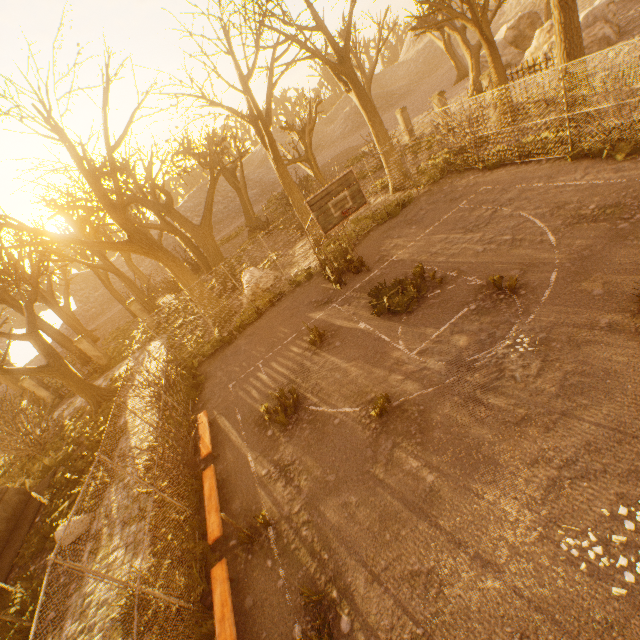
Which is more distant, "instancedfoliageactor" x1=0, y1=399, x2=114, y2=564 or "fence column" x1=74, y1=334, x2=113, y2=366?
"fence column" x1=74, y1=334, x2=113, y2=366

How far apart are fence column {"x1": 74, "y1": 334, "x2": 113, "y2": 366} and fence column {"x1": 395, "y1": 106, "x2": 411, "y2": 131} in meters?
27.3

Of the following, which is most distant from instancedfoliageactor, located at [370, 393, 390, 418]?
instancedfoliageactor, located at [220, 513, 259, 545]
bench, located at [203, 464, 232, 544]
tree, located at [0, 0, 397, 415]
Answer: tree, located at [0, 0, 397, 415]

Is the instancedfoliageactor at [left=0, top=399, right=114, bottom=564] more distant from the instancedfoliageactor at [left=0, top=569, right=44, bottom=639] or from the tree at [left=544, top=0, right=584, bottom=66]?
the tree at [left=544, top=0, right=584, bottom=66]

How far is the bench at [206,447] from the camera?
8.8m

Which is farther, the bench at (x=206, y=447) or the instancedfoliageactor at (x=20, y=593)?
the bench at (x=206, y=447)

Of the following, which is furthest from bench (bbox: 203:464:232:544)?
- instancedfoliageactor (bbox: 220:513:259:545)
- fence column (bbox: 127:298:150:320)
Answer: fence column (bbox: 127:298:150:320)

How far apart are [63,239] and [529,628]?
16.6 meters
